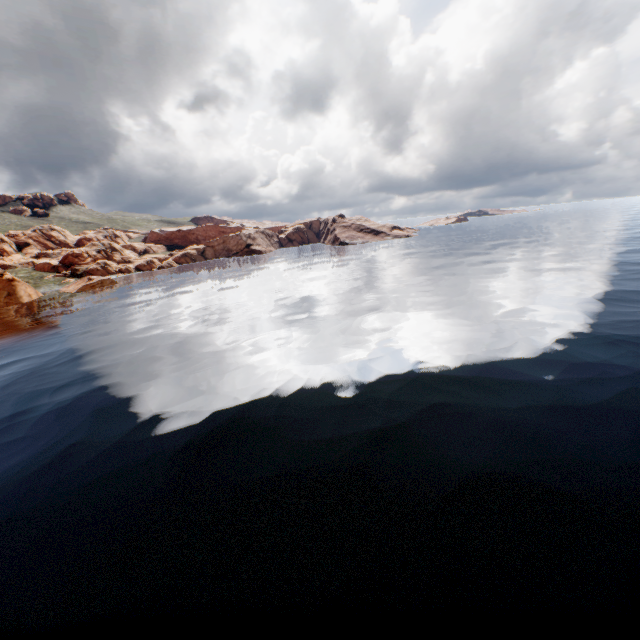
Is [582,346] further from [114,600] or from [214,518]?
[114,600]
